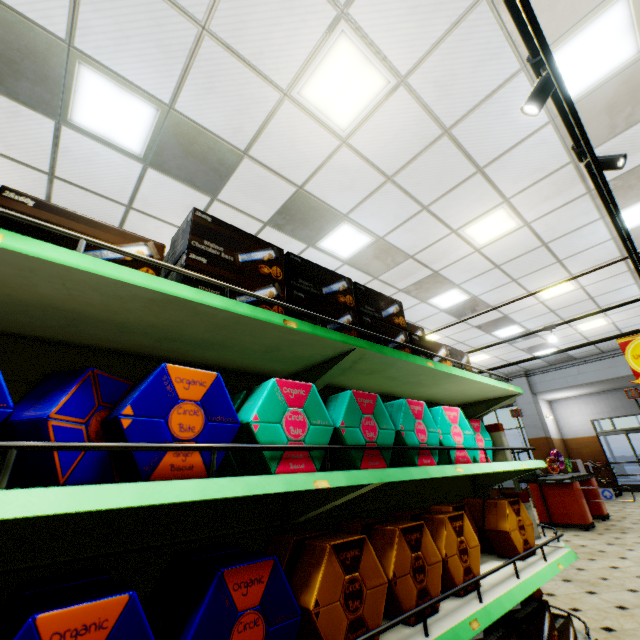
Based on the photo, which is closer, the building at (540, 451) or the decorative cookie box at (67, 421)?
the decorative cookie box at (67, 421)

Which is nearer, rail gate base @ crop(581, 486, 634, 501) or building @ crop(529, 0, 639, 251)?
building @ crop(529, 0, 639, 251)

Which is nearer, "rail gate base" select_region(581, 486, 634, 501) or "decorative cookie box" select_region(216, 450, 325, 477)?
"decorative cookie box" select_region(216, 450, 325, 477)

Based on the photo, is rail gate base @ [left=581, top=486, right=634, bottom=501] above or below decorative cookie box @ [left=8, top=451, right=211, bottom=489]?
below

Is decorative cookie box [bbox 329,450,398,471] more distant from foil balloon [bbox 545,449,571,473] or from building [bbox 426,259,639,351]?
foil balloon [bbox 545,449,571,473]

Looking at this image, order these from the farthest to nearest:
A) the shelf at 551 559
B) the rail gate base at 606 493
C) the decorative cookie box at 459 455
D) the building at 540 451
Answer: the building at 540 451, the rail gate base at 606 493, the decorative cookie box at 459 455, the shelf at 551 559

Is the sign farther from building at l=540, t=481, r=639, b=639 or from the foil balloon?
the foil balloon

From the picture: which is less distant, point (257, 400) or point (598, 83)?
point (257, 400)
